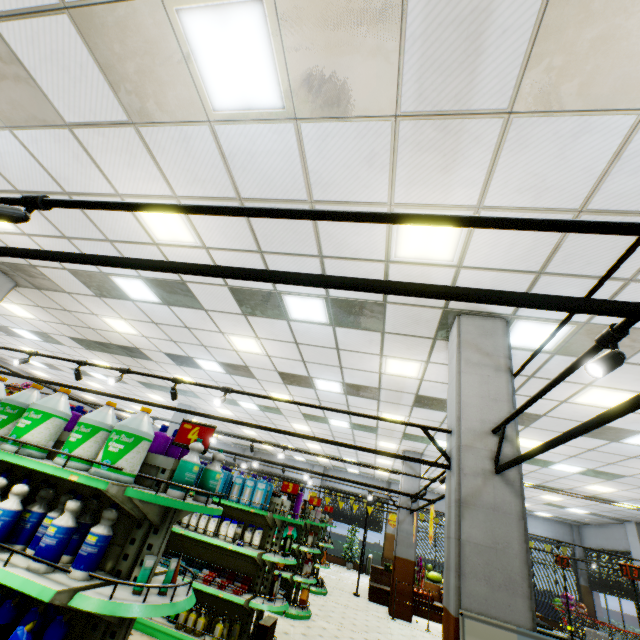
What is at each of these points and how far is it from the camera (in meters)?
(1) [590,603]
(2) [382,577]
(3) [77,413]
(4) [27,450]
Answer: (1) building, 16.38
(2) wooden stand, 12.28
(3) shampoo, 3.33
(4) bleach, 2.52

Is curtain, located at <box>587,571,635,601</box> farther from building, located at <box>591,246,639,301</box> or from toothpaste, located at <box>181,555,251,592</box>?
toothpaste, located at <box>181,555,251,592</box>

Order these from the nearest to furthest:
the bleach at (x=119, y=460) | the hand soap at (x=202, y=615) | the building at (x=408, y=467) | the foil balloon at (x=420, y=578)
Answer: the bleach at (x=119, y=460), the hand soap at (x=202, y=615), the foil balloon at (x=420, y=578), the building at (x=408, y=467)

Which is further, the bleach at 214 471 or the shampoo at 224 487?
the shampoo at 224 487

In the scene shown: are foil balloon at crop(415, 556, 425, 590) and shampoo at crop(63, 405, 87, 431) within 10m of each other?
no

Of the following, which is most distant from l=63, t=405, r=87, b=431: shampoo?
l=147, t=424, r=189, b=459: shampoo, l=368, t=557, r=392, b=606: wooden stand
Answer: l=368, t=557, r=392, b=606: wooden stand

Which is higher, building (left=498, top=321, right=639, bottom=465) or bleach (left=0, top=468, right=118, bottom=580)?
building (left=498, top=321, right=639, bottom=465)

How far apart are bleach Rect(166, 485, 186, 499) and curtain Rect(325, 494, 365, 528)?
20.66m
